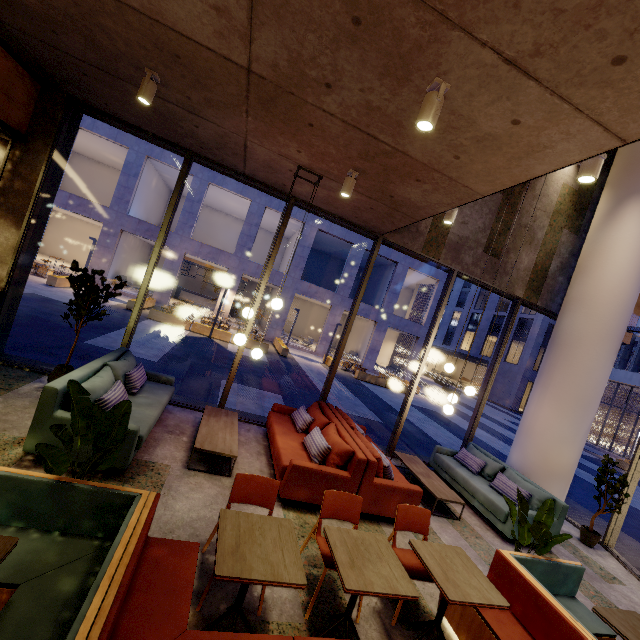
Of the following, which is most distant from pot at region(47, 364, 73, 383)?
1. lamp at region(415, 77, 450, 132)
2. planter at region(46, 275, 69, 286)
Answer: planter at region(46, 275, 69, 286)

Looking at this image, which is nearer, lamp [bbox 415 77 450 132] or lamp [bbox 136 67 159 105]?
lamp [bbox 415 77 450 132]

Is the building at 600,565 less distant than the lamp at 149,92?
No

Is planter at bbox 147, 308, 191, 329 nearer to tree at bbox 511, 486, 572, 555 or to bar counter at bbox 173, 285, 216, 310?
bar counter at bbox 173, 285, 216, 310

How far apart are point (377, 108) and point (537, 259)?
6.8m

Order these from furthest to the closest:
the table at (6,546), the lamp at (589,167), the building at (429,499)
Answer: the building at (429,499)
the lamp at (589,167)
the table at (6,546)

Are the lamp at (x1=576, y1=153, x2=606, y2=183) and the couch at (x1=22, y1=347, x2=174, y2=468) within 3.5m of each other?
no

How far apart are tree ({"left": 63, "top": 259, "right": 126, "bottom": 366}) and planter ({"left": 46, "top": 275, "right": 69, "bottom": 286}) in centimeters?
1373cm
